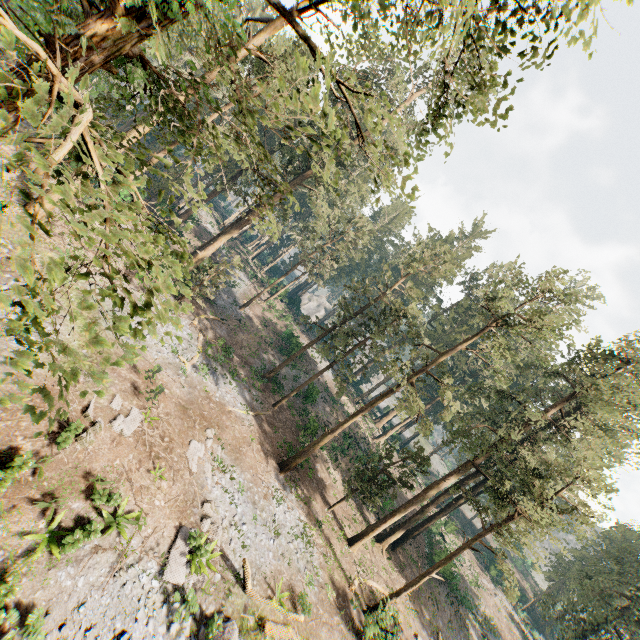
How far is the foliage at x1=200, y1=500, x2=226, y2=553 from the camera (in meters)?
14.87

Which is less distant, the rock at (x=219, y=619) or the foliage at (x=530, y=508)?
the rock at (x=219, y=619)

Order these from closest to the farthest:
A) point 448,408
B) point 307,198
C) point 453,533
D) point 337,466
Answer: point 448,408 → point 337,466 → point 453,533 → point 307,198

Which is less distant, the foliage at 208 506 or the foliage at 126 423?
the foliage at 126 423

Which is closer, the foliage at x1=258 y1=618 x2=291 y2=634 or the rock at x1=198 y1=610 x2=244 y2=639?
the rock at x1=198 y1=610 x2=244 y2=639

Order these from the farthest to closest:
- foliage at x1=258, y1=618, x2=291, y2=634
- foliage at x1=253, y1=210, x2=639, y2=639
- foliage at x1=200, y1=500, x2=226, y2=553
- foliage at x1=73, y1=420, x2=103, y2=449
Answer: foliage at x1=253, y1=210, x2=639, y2=639
foliage at x1=200, y1=500, x2=226, y2=553
foliage at x1=258, y1=618, x2=291, y2=634
foliage at x1=73, y1=420, x2=103, y2=449

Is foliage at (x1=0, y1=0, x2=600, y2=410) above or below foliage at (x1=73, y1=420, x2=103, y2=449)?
above

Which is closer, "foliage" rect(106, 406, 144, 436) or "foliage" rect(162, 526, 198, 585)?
"foliage" rect(162, 526, 198, 585)
